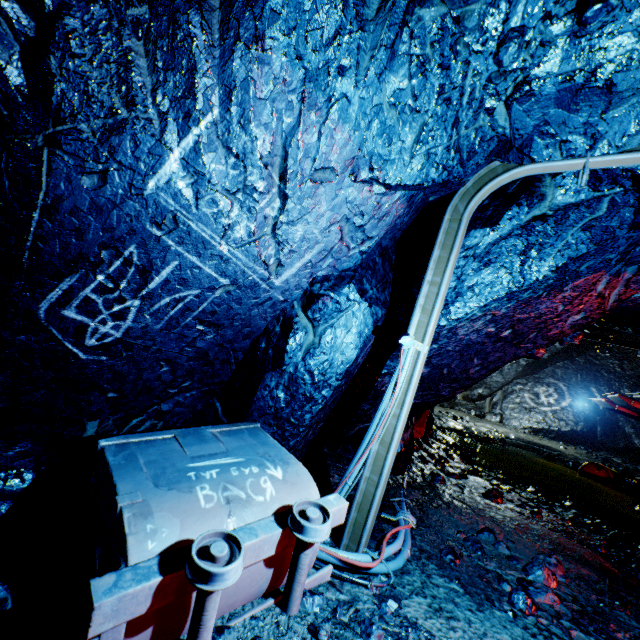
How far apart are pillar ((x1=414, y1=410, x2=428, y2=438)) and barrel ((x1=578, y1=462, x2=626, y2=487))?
6.13m

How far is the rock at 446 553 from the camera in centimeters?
307cm

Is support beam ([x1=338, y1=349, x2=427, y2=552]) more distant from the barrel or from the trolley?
the barrel

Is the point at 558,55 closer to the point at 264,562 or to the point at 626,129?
the point at 626,129

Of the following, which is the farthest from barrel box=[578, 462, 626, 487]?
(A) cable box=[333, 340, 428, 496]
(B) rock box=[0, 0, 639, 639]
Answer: (A) cable box=[333, 340, 428, 496]

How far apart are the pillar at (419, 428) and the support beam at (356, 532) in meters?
4.8 m

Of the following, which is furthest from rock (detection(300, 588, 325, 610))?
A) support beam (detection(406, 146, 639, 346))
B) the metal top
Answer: the metal top

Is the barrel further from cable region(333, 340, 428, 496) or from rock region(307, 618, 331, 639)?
cable region(333, 340, 428, 496)
